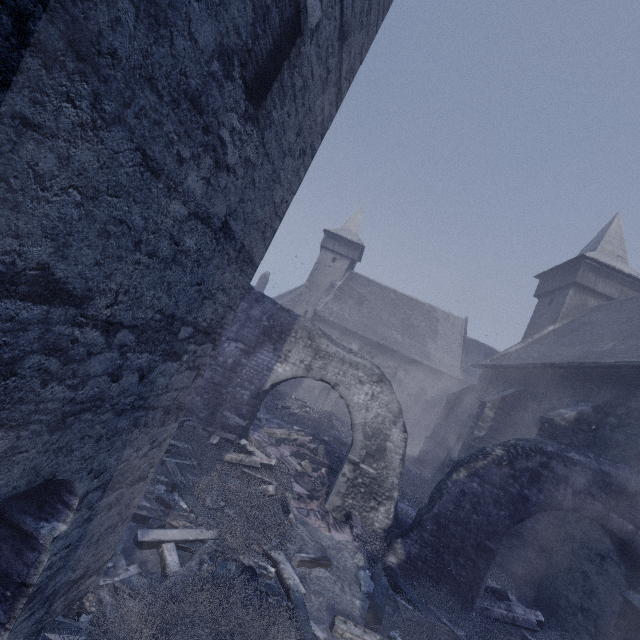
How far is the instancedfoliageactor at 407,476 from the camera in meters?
10.2 m

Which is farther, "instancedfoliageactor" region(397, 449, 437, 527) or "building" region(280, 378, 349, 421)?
"building" region(280, 378, 349, 421)

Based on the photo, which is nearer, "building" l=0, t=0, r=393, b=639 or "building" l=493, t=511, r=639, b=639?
"building" l=0, t=0, r=393, b=639

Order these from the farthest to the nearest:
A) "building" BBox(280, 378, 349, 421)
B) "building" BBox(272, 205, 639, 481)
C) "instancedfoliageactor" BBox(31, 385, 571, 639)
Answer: "building" BBox(280, 378, 349, 421) < "building" BBox(272, 205, 639, 481) < "instancedfoliageactor" BBox(31, 385, 571, 639)

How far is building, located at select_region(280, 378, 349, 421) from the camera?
25.3m

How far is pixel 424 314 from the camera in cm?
3066

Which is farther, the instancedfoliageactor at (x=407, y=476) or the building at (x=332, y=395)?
the building at (x=332, y=395)

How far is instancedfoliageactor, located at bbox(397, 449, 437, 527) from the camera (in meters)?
10.24
